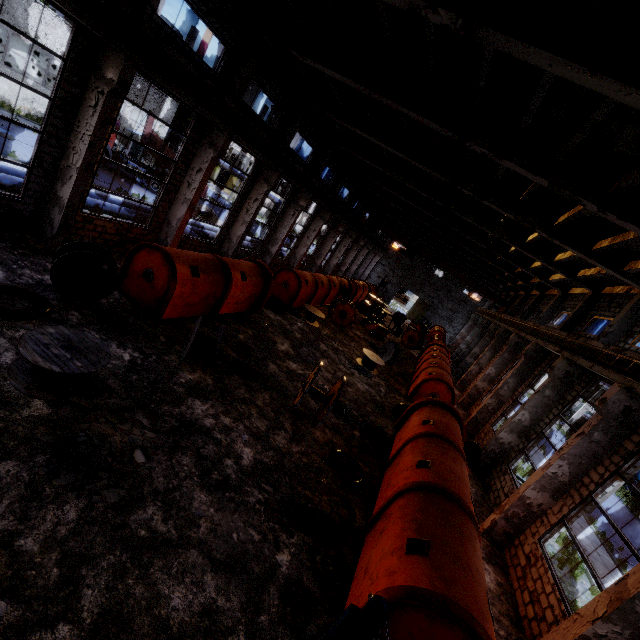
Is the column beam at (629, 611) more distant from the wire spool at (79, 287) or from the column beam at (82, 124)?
the column beam at (82, 124)

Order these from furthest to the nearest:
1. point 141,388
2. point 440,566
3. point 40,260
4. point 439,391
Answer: point 439,391 < point 40,260 < point 141,388 < point 440,566

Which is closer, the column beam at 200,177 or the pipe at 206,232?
the column beam at 200,177

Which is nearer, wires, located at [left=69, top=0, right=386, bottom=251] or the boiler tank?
wires, located at [left=69, top=0, right=386, bottom=251]

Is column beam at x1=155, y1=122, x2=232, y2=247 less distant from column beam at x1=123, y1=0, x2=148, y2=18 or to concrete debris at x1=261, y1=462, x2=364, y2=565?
column beam at x1=123, y1=0, x2=148, y2=18

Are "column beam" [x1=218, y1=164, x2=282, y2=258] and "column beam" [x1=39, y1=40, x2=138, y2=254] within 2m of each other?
no

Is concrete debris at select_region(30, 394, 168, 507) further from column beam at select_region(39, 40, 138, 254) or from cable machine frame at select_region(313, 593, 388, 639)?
column beam at select_region(39, 40, 138, 254)

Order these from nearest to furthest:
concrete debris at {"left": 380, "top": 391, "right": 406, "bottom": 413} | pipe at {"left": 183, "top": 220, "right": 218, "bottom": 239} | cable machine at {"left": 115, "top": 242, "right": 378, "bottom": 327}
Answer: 1. cable machine at {"left": 115, "top": 242, "right": 378, "bottom": 327}
2. concrete debris at {"left": 380, "top": 391, "right": 406, "bottom": 413}
3. pipe at {"left": 183, "top": 220, "right": 218, "bottom": 239}
